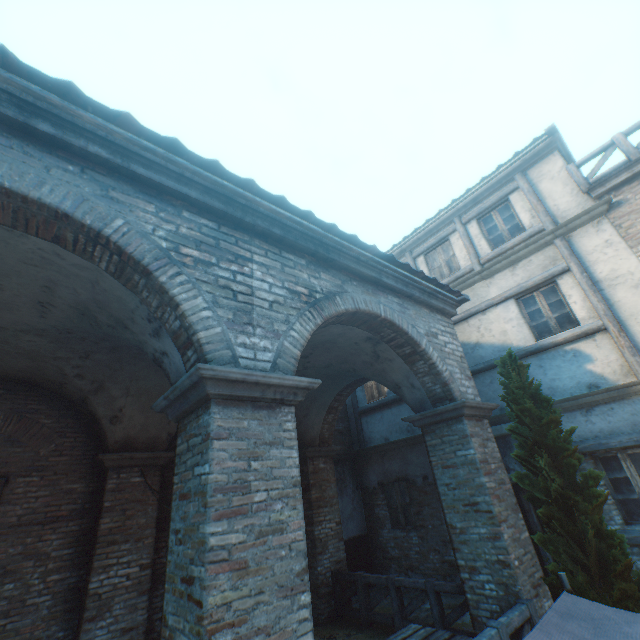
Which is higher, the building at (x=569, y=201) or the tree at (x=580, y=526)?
the building at (x=569, y=201)

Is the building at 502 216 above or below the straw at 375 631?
above

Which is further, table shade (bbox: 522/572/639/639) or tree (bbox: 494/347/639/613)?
tree (bbox: 494/347/639/613)

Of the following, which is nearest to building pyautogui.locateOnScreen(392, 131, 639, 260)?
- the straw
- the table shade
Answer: the straw

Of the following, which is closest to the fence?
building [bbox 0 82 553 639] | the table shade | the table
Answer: building [bbox 0 82 553 639]

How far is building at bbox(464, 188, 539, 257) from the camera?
9.1m

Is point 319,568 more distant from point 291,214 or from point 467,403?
point 291,214
